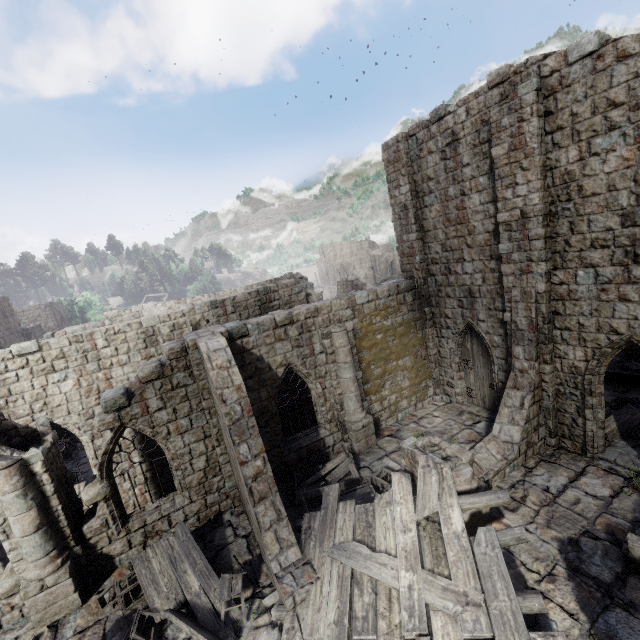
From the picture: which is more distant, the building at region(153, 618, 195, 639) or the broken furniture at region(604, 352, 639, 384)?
the broken furniture at region(604, 352, 639, 384)

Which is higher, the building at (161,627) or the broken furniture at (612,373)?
the broken furniture at (612,373)

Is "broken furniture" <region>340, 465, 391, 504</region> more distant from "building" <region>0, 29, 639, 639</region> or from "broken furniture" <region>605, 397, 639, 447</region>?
"broken furniture" <region>605, 397, 639, 447</region>

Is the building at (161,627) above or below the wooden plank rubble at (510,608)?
below

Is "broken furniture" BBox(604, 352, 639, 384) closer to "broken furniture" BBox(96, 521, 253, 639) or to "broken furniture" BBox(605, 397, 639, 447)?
"broken furniture" BBox(605, 397, 639, 447)

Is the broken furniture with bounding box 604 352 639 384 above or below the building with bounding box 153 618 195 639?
above

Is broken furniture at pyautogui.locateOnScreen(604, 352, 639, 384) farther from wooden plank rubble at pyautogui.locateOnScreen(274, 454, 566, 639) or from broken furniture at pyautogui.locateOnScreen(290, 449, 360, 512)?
broken furniture at pyautogui.locateOnScreen(290, 449, 360, 512)

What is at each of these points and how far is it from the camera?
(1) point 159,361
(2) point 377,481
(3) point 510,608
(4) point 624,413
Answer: (1) building, 9.9m
(2) broken furniture, 10.5m
(3) wooden plank rubble, 5.3m
(4) broken furniture, 11.2m
